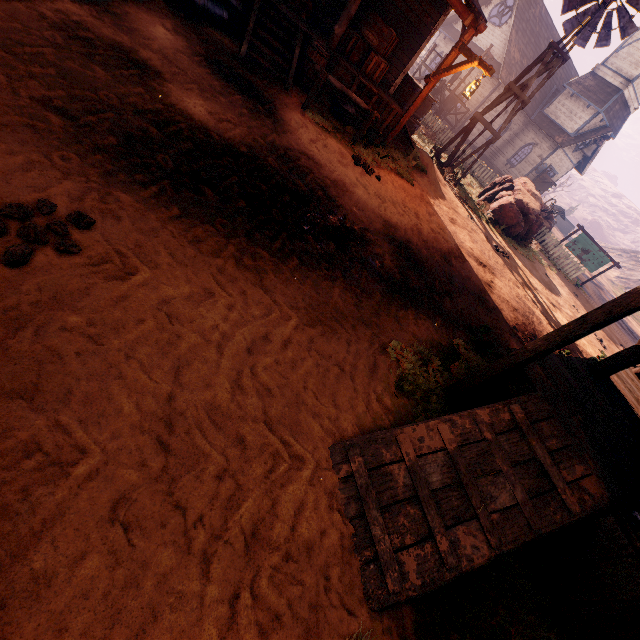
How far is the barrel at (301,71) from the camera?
8.0m

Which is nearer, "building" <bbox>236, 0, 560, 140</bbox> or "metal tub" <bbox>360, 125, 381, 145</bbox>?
"building" <bbox>236, 0, 560, 140</bbox>

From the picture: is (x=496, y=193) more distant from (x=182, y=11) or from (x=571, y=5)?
(x=182, y=11)

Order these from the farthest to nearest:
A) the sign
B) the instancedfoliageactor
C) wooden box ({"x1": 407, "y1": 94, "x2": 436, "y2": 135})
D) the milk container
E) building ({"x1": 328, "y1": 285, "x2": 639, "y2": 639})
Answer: the sign, the instancedfoliageactor, wooden box ({"x1": 407, "y1": 94, "x2": 436, "y2": 135}), the milk container, building ({"x1": 328, "y1": 285, "x2": 639, "y2": 639})

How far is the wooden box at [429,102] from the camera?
12.61m

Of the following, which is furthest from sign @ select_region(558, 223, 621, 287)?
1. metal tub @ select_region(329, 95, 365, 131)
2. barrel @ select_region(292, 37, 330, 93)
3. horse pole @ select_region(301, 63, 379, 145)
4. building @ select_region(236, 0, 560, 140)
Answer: barrel @ select_region(292, 37, 330, 93)

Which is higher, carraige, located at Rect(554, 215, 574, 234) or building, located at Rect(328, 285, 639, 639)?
carraige, located at Rect(554, 215, 574, 234)

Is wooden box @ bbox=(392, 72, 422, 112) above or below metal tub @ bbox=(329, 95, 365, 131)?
above
